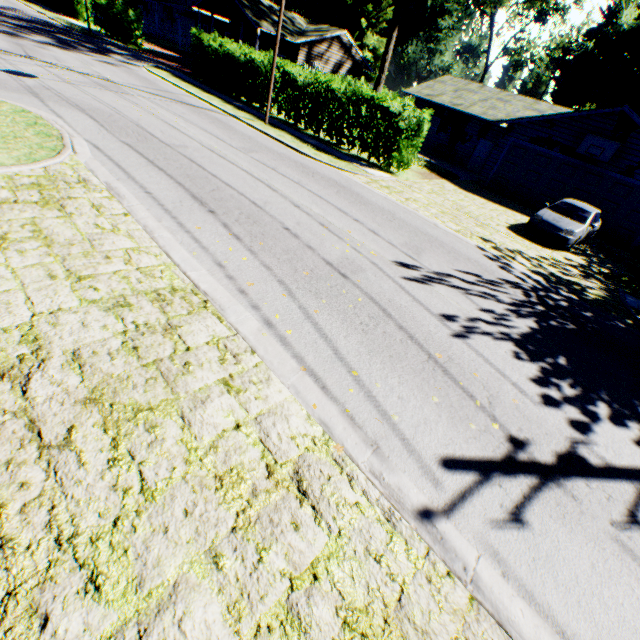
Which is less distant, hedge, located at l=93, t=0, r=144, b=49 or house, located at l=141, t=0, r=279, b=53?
house, located at l=141, t=0, r=279, b=53

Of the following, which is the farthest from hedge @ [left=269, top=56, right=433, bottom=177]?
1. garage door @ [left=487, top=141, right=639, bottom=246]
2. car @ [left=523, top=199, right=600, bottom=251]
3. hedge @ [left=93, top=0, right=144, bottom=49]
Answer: hedge @ [left=93, top=0, right=144, bottom=49]

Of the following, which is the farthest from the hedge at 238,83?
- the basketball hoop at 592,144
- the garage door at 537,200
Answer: the basketball hoop at 592,144

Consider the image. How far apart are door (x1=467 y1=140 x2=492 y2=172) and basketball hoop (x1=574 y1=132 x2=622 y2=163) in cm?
824

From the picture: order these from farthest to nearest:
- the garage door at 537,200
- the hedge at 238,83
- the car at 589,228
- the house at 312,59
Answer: the house at 312,59
the hedge at 238,83
the garage door at 537,200
the car at 589,228

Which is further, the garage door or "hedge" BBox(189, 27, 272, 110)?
"hedge" BBox(189, 27, 272, 110)

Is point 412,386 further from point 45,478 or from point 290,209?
point 290,209

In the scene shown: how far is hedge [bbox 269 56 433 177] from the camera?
15.0 meters
